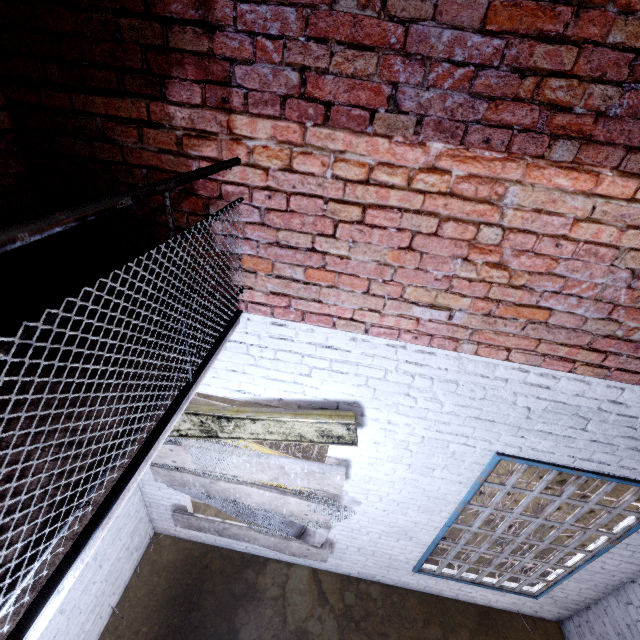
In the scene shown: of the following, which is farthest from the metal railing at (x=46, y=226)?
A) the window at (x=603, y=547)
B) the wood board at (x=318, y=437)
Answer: the window at (x=603, y=547)

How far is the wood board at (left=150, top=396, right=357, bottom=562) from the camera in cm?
270

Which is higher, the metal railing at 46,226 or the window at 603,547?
the metal railing at 46,226

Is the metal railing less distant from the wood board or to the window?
the wood board

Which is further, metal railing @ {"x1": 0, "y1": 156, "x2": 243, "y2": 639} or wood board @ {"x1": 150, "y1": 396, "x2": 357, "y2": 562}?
wood board @ {"x1": 150, "y1": 396, "x2": 357, "y2": 562}

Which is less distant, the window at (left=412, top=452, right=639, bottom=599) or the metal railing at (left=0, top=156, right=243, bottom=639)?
the metal railing at (left=0, top=156, right=243, bottom=639)

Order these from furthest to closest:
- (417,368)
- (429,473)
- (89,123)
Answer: (429,473), (417,368), (89,123)
